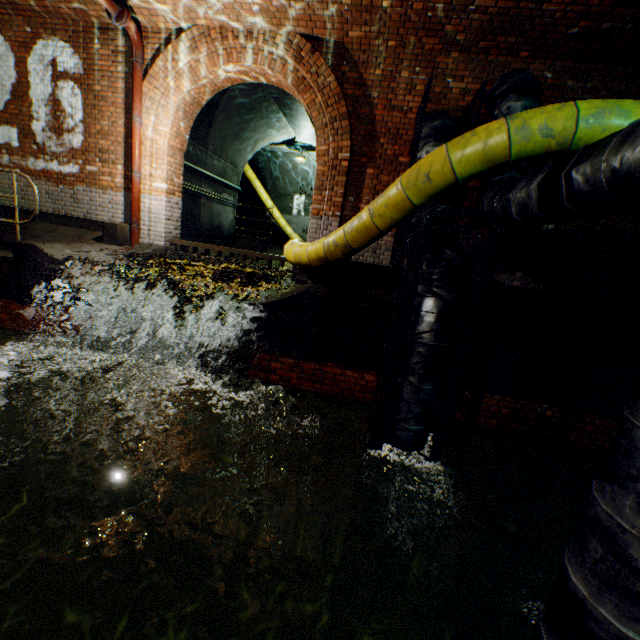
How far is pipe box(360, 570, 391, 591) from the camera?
4.10m

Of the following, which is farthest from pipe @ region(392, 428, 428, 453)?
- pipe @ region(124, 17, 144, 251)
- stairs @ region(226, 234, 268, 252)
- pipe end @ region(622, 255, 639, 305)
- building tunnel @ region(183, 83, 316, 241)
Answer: stairs @ region(226, 234, 268, 252)

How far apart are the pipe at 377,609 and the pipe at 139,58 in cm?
534

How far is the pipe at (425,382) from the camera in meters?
3.5 m

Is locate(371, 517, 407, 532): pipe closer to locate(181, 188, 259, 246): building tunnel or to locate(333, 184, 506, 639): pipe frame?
locate(333, 184, 506, 639): pipe frame

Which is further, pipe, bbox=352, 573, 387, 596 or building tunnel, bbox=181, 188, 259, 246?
building tunnel, bbox=181, 188, 259, 246

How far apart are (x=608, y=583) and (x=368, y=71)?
7.2m

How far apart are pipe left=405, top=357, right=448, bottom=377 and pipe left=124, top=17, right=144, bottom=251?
5.34m
